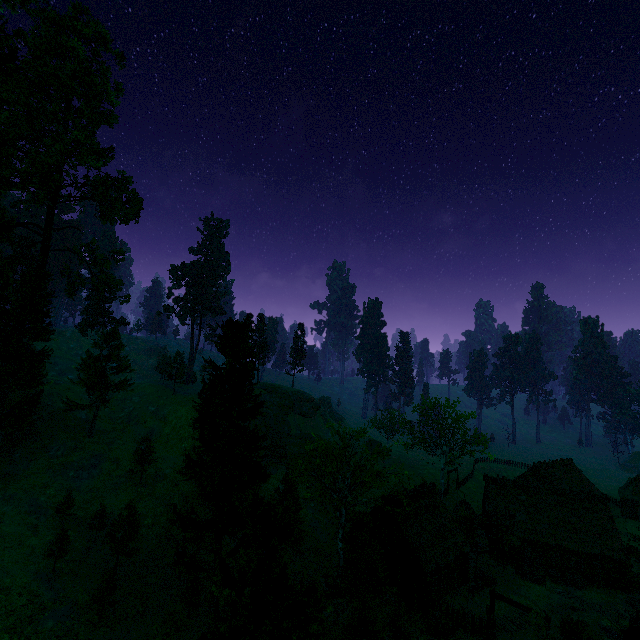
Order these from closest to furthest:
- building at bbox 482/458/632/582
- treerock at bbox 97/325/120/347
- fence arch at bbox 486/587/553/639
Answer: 1. fence arch at bbox 486/587/553/639
2. building at bbox 482/458/632/582
3. treerock at bbox 97/325/120/347

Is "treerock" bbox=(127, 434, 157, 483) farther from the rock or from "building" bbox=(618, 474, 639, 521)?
the rock

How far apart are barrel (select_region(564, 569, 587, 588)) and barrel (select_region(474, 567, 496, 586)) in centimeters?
748cm

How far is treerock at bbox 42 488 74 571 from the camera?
27.89m

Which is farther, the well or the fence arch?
the well

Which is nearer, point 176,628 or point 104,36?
point 176,628

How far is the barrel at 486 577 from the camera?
31.4m

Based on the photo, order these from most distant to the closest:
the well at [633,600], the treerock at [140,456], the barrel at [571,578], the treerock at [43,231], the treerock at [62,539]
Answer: the treerock at [140,456]
the treerock at [43,231]
the barrel at [571,578]
the treerock at [62,539]
the well at [633,600]
